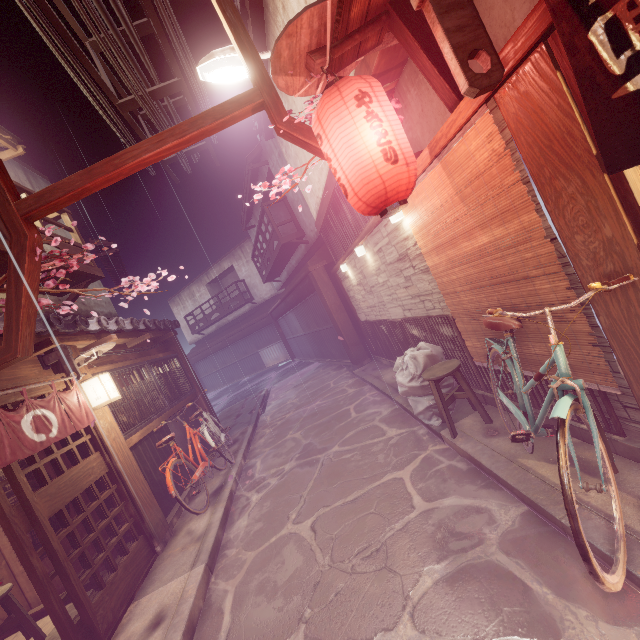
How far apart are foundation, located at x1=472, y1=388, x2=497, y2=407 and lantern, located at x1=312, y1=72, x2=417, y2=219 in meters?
4.5

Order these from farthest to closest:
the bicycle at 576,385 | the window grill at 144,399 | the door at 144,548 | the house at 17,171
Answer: the house at 17,171, the window grill at 144,399, the door at 144,548, the bicycle at 576,385

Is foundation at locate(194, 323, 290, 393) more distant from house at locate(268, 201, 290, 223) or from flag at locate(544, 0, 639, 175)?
house at locate(268, 201, 290, 223)

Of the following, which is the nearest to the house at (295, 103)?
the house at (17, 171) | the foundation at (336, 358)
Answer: the foundation at (336, 358)

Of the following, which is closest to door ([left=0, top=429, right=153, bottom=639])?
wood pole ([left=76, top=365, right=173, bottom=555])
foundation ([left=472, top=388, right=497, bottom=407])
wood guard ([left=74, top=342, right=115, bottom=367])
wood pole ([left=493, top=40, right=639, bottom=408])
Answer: wood pole ([left=76, top=365, right=173, bottom=555])

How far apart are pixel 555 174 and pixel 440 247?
2.9m

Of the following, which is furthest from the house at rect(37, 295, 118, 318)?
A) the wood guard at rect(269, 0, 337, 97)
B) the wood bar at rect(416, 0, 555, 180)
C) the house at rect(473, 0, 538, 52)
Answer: the wood guard at rect(269, 0, 337, 97)

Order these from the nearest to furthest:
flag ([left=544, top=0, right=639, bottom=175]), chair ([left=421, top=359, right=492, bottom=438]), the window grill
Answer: A: flag ([left=544, top=0, right=639, bottom=175]) < chair ([left=421, top=359, right=492, bottom=438]) < the window grill
